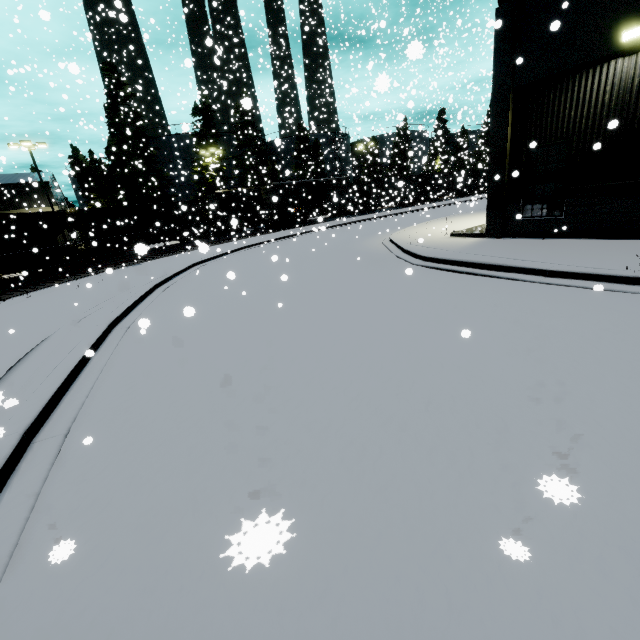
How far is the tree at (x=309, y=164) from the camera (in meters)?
49.44

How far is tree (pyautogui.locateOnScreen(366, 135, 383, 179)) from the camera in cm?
4264

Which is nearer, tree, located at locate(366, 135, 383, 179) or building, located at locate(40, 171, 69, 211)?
building, located at locate(40, 171, 69, 211)

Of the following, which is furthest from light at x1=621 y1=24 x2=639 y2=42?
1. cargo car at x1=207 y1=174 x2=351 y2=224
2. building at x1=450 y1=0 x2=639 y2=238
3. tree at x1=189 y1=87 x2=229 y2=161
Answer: tree at x1=189 y1=87 x2=229 y2=161

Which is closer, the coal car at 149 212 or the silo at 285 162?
the coal car at 149 212

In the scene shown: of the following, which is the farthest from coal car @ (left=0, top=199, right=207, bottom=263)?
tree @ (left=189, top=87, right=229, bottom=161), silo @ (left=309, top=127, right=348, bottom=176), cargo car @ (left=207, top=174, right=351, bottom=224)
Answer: tree @ (left=189, top=87, right=229, bottom=161)

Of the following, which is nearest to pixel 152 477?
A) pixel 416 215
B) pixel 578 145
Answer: pixel 578 145

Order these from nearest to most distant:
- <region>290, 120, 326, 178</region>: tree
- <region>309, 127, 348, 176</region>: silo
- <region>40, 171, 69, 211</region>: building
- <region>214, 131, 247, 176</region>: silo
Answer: <region>40, 171, 69, 211</region>: building → <region>214, 131, 247, 176</region>: silo → <region>290, 120, 326, 178</region>: tree → <region>309, 127, 348, 176</region>: silo
